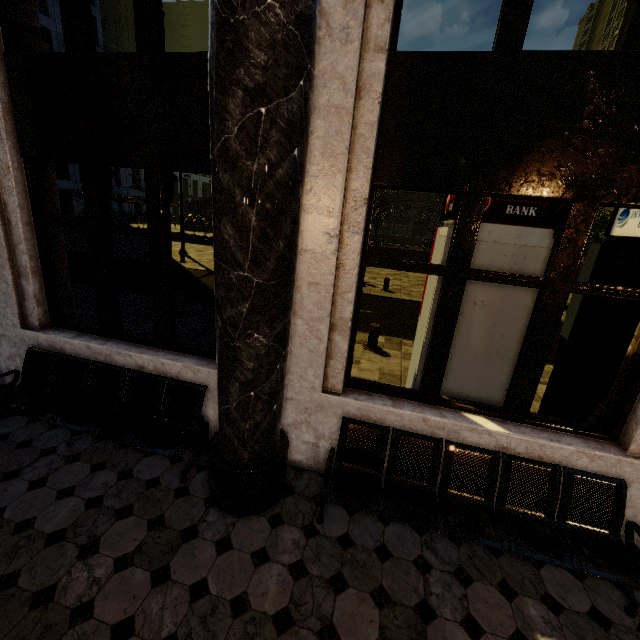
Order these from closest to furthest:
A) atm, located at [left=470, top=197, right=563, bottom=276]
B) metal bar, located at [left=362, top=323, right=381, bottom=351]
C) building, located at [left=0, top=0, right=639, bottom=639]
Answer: building, located at [left=0, top=0, right=639, bottom=639] → atm, located at [left=470, top=197, right=563, bottom=276] → metal bar, located at [left=362, top=323, right=381, bottom=351]

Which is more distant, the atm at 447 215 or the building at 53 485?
the atm at 447 215

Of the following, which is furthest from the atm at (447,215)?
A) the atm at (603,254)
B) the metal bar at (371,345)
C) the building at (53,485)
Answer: the metal bar at (371,345)

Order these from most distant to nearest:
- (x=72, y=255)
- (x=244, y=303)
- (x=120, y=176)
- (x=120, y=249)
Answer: (x=120, y=176) < (x=120, y=249) < (x=72, y=255) < (x=244, y=303)

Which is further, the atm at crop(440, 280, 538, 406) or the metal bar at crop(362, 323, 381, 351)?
the metal bar at crop(362, 323, 381, 351)

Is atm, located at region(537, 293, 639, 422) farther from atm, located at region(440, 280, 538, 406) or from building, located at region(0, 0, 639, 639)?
atm, located at region(440, 280, 538, 406)

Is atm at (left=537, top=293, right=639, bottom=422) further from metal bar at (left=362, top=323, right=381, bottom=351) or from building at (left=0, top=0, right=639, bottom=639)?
metal bar at (left=362, top=323, right=381, bottom=351)
